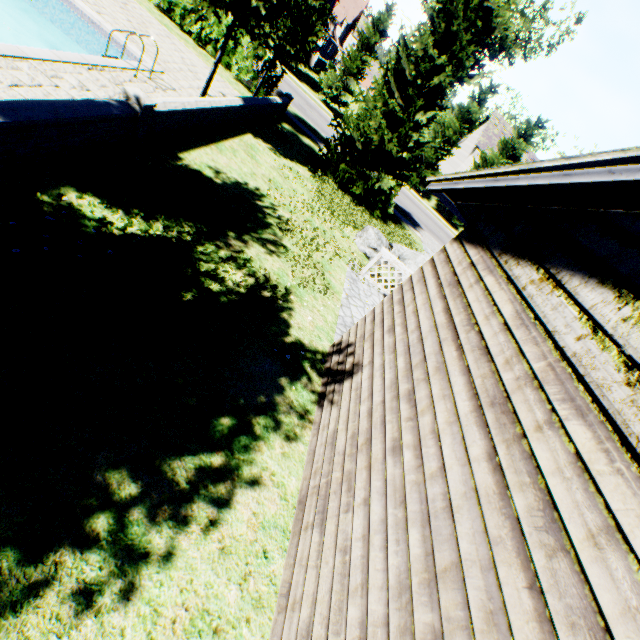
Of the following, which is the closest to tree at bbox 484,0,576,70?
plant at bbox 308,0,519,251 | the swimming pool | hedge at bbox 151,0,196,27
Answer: the swimming pool

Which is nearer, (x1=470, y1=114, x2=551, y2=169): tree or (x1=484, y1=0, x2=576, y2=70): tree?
(x1=470, y1=114, x2=551, y2=169): tree

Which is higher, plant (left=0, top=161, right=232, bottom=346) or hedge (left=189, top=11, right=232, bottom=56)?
hedge (left=189, top=11, right=232, bottom=56)

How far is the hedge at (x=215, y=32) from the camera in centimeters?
1457cm

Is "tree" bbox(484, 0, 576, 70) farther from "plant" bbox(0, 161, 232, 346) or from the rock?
the rock

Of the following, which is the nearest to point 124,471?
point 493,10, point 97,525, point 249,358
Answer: point 97,525

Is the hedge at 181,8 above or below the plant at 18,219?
above

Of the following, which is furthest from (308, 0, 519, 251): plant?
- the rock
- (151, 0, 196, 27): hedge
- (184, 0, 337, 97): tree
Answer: (151, 0, 196, 27): hedge
